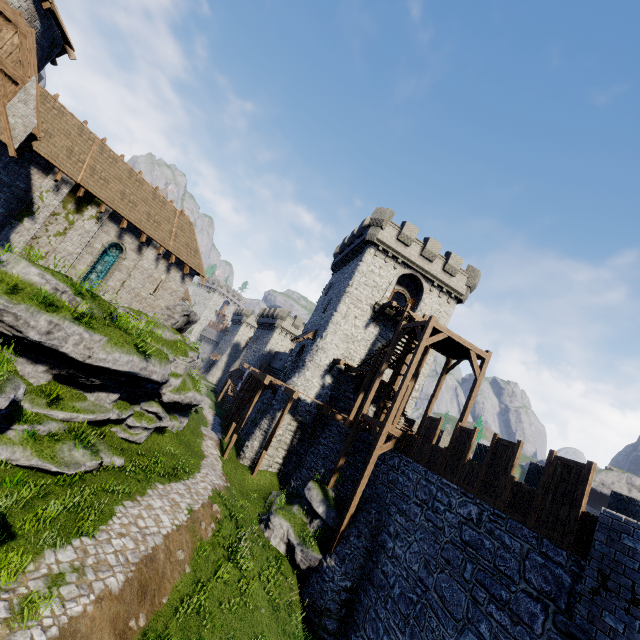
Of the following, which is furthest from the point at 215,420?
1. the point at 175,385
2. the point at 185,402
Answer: the point at 175,385

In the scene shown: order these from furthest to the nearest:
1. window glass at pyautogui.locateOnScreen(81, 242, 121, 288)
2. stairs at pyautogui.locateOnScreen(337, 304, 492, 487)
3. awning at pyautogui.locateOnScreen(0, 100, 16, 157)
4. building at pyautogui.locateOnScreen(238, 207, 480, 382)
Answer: building at pyautogui.locateOnScreen(238, 207, 480, 382), window glass at pyautogui.locateOnScreen(81, 242, 121, 288), stairs at pyautogui.locateOnScreen(337, 304, 492, 487), awning at pyautogui.locateOnScreen(0, 100, 16, 157)

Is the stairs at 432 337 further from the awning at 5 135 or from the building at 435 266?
the awning at 5 135

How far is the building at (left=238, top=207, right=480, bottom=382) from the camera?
26.5 meters

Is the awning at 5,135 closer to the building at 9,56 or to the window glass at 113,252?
the building at 9,56

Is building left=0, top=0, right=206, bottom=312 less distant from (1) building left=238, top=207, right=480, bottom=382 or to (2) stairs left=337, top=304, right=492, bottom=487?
(1) building left=238, top=207, right=480, bottom=382

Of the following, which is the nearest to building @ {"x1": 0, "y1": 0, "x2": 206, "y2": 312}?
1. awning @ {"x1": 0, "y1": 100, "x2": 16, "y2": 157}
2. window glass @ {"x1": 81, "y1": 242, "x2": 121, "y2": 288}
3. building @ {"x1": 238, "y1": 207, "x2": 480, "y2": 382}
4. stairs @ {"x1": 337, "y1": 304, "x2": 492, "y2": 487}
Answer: awning @ {"x1": 0, "y1": 100, "x2": 16, "y2": 157}

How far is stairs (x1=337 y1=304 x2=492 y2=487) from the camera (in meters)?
15.39
